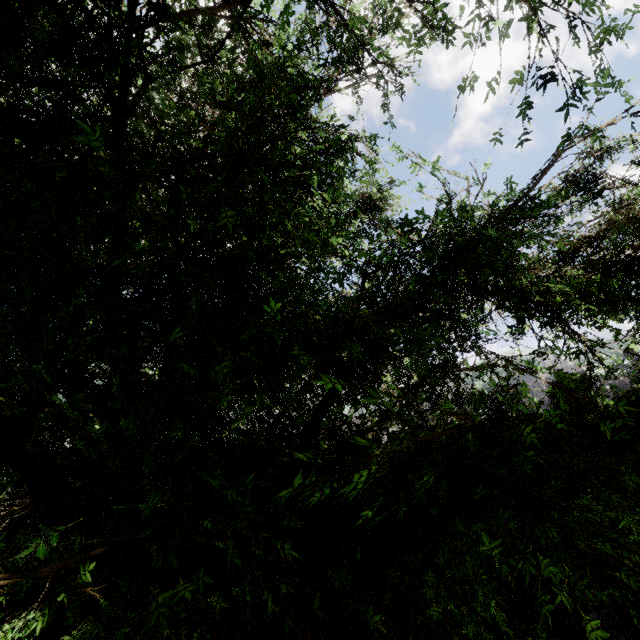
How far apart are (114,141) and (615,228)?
5.6m

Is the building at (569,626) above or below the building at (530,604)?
→ below

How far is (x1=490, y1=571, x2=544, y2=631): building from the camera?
7.50m

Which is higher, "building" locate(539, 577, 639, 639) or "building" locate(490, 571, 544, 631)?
"building" locate(490, 571, 544, 631)

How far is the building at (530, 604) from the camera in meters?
7.5
